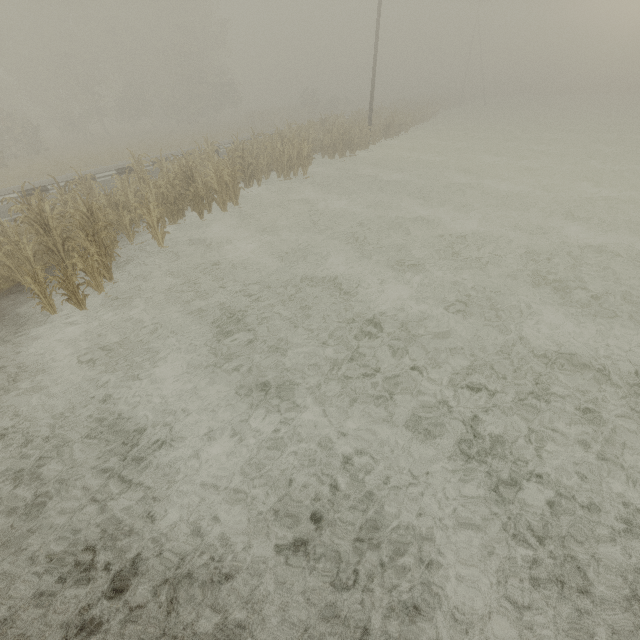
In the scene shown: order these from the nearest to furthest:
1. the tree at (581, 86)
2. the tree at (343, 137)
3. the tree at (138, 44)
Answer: the tree at (343, 137), the tree at (138, 44), the tree at (581, 86)

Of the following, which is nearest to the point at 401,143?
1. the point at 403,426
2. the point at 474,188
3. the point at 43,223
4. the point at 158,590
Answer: the point at 474,188

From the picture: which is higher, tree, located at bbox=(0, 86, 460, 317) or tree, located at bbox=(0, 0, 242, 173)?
tree, located at bbox=(0, 0, 242, 173)

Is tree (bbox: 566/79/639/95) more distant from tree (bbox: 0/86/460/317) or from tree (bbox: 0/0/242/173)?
tree (bbox: 0/0/242/173)

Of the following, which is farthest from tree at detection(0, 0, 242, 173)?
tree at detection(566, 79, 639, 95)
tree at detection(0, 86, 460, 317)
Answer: tree at detection(566, 79, 639, 95)

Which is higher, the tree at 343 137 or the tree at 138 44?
the tree at 138 44

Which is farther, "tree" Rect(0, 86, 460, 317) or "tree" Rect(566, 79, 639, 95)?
"tree" Rect(566, 79, 639, 95)
